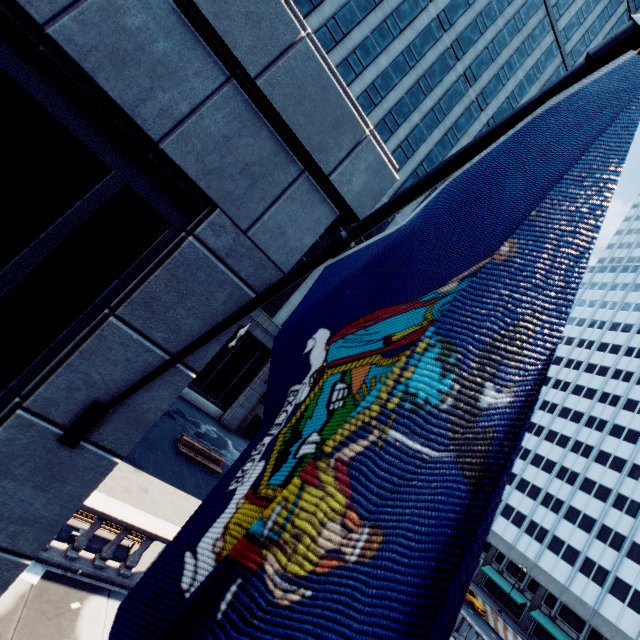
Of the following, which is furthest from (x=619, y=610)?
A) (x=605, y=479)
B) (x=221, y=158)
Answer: (x=221, y=158)

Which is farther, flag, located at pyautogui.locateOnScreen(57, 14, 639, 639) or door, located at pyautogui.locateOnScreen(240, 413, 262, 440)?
door, located at pyautogui.locateOnScreen(240, 413, 262, 440)

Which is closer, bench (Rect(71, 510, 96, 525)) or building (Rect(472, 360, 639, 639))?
bench (Rect(71, 510, 96, 525))

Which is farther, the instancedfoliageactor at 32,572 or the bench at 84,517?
the bench at 84,517

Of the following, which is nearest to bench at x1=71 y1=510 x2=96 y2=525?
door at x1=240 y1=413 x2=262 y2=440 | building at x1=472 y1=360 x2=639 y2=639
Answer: door at x1=240 y1=413 x2=262 y2=440

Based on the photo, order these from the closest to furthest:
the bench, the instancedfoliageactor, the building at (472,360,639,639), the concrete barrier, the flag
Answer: the flag → the instancedfoliageactor → the bench → the concrete barrier → the building at (472,360,639,639)

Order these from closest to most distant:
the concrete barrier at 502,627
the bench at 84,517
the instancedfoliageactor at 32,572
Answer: the instancedfoliageactor at 32,572, the bench at 84,517, the concrete barrier at 502,627

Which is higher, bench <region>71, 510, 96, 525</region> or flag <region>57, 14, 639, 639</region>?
flag <region>57, 14, 639, 639</region>
